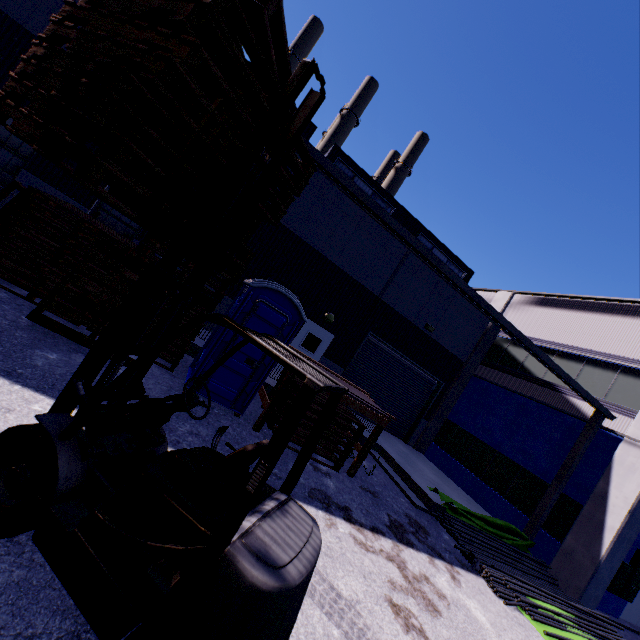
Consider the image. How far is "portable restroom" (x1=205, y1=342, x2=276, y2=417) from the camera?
7.0 meters

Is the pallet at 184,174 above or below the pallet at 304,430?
above

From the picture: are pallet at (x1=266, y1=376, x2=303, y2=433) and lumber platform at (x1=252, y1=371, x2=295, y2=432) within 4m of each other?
yes

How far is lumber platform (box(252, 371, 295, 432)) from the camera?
7.0 meters

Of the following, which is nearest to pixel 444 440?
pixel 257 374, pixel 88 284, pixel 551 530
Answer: pixel 551 530

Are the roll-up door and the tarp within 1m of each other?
no

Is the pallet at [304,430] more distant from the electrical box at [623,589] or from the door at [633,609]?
the door at [633,609]

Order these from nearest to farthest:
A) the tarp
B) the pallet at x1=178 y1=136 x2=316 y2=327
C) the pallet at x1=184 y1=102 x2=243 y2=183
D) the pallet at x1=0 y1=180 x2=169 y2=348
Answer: the pallet at x1=184 y1=102 x2=243 y2=183, the pallet at x1=178 y1=136 x2=316 y2=327, the pallet at x1=0 y1=180 x2=169 y2=348, the tarp
